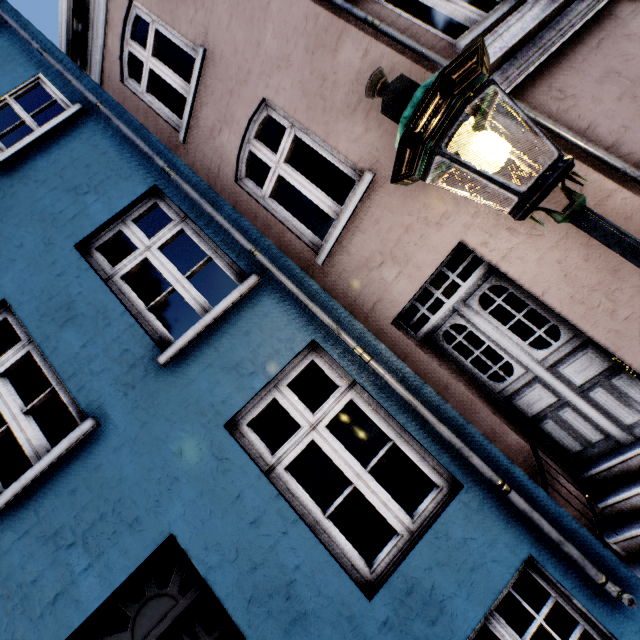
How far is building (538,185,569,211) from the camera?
2.7 meters

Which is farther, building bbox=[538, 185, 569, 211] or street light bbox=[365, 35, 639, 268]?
building bbox=[538, 185, 569, 211]

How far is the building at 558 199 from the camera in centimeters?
269cm

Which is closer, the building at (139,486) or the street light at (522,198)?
the street light at (522,198)

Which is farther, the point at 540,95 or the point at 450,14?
the point at 450,14
